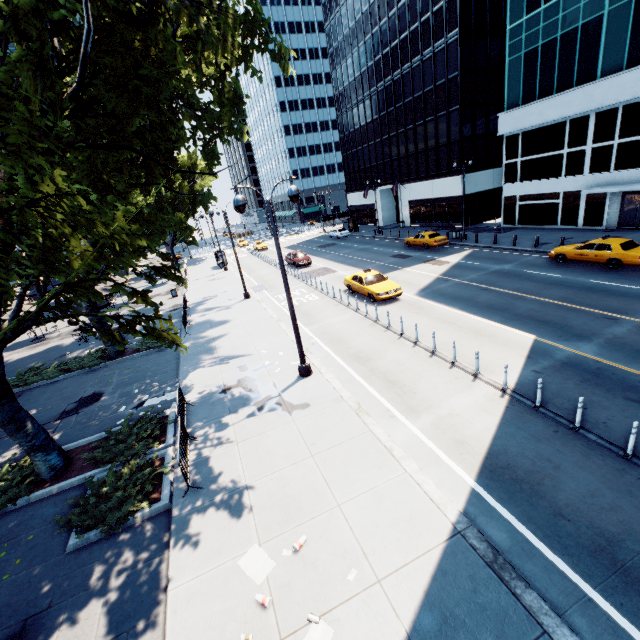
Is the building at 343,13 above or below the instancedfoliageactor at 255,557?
above

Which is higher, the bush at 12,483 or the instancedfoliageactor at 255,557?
the bush at 12,483

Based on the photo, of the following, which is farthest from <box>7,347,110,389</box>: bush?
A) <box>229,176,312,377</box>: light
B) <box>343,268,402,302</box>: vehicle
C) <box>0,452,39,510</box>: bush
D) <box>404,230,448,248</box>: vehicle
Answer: <box>404,230,448,248</box>: vehicle

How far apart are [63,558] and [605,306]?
21.1m

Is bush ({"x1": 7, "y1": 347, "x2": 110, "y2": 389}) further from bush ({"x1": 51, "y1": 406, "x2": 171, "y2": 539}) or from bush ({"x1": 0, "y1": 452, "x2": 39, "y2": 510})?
bush ({"x1": 51, "y1": 406, "x2": 171, "y2": 539})

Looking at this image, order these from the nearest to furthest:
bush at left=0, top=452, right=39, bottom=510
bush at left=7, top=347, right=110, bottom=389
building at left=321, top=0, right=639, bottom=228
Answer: bush at left=0, top=452, right=39, bottom=510 < bush at left=7, top=347, right=110, bottom=389 < building at left=321, top=0, right=639, bottom=228

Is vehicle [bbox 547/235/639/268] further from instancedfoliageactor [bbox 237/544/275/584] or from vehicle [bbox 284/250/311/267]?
instancedfoliageactor [bbox 237/544/275/584]

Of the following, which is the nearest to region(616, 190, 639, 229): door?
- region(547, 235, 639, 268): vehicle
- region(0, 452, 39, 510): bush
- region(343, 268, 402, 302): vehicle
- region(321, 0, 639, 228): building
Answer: region(547, 235, 639, 268): vehicle
